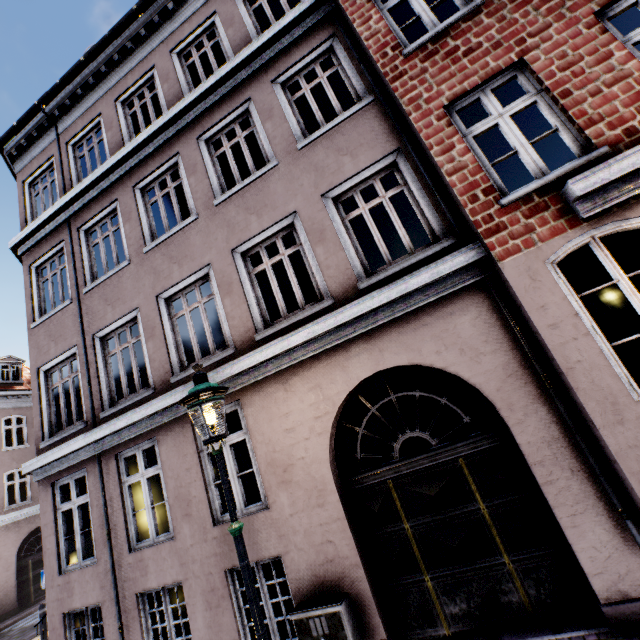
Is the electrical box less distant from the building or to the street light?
the building

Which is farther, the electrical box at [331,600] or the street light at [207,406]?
the electrical box at [331,600]

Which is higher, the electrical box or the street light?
the street light

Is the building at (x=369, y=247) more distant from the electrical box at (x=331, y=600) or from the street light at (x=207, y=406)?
the street light at (x=207, y=406)

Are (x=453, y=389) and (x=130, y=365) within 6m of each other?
no

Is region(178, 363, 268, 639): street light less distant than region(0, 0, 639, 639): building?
Yes

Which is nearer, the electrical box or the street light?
the street light
